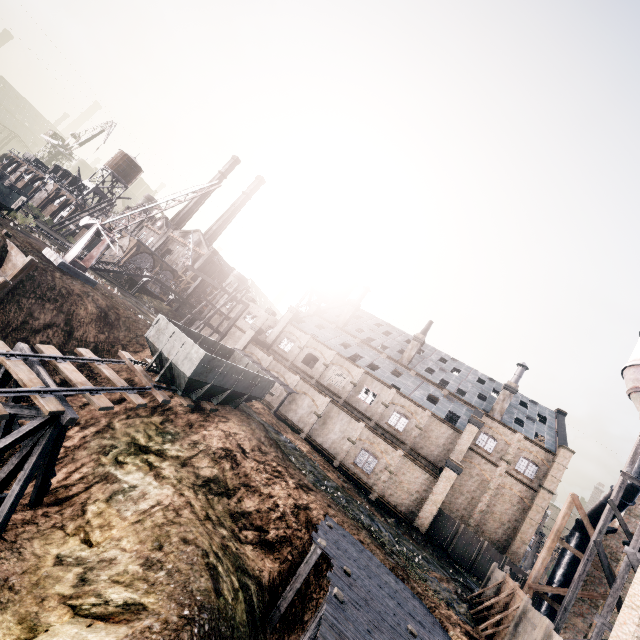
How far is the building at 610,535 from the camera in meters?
19.1

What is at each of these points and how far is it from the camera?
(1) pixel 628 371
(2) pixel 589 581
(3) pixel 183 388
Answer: (1) silo, 21.84m
(2) building, 21.48m
(3) rail car container, 18.44m

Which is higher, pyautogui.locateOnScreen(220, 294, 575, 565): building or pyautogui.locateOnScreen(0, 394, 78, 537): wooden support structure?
pyautogui.locateOnScreen(220, 294, 575, 565): building

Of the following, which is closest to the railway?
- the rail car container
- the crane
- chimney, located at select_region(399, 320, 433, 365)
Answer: the rail car container

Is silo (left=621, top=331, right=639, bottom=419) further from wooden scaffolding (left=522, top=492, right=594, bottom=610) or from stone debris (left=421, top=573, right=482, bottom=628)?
stone debris (left=421, top=573, right=482, bottom=628)

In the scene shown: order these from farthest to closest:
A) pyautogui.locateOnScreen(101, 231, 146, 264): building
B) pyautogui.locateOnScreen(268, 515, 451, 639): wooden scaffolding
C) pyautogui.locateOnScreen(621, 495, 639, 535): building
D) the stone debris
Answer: pyautogui.locateOnScreen(101, 231, 146, 264): building
pyautogui.locateOnScreen(621, 495, 639, 535): building
the stone debris
pyautogui.locateOnScreen(268, 515, 451, 639): wooden scaffolding

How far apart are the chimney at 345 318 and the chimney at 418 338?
A: 9.47m

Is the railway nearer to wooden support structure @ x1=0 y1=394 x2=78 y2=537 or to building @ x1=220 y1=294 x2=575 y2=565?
wooden support structure @ x1=0 y1=394 x2=78 y2=537
